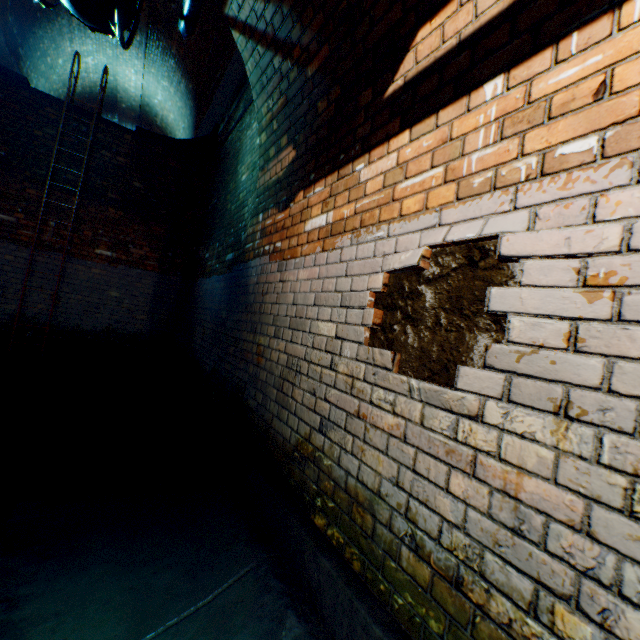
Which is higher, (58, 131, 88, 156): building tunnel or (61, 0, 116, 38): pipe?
(58, 131, 88, 156): building tunnel

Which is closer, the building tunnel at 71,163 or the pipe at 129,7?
the pipe at 129,7

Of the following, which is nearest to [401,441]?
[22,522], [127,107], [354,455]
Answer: [354,455]

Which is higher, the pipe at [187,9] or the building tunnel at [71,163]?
the pipe at [187,9]

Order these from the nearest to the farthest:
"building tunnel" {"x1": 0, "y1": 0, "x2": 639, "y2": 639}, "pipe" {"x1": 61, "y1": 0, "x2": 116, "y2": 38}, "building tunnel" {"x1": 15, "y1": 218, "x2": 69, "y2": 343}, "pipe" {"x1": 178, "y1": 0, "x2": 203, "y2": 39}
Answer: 1. "building tunnel" {"x1": 0, "y1": 0, "x2": 639, "y2": 639}
2. "pipe" {"x1": 61, "y1": 0, "x2": 116, "y2": 38}
3. "pipe" {"x1": 178, "y1": 0, "x2": 203, "y2": 39}
4. "building tunnel" {"x1": 15, "y1": 218, "x2": 69, "y2": 343}

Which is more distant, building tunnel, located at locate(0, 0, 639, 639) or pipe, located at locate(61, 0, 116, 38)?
pipe, located at locate(61, 0, 116, 38)

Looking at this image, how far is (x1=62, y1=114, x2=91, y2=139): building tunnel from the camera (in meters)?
5.83
